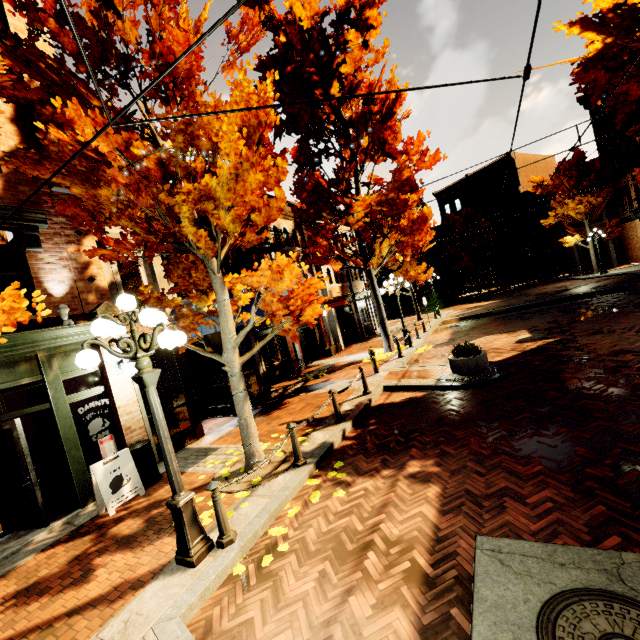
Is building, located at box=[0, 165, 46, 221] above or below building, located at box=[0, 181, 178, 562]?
above

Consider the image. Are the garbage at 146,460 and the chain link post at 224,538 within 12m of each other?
yes

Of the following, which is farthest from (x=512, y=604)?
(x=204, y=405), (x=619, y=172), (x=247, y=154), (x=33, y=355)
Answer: (x=619, y=172)

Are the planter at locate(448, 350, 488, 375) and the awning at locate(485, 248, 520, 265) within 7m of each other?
no

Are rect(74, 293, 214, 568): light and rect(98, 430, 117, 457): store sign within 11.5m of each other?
yes

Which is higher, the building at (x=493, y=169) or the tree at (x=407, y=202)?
the building at (x=493, y=169)

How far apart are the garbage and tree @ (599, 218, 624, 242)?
35.38m

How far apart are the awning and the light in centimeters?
3735cm
